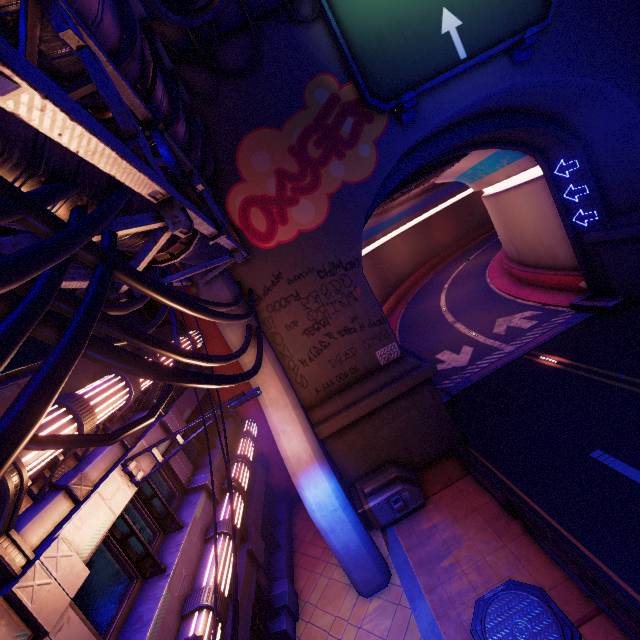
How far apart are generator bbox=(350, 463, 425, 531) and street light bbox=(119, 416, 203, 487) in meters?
7.0

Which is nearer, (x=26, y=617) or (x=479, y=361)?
(x=26, y=617)

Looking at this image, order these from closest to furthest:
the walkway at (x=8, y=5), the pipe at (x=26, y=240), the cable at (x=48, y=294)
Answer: the cable at (x=48, y=294) < the pipe at (x=26, y=240) < the walkway at (x=8, y=5)

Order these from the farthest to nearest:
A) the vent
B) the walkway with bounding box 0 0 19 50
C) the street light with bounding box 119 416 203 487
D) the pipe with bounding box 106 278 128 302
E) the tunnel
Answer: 1. the vent
2. the tunnel
3. the street light with bounding box 119 416 203 487
4. the pipe with bounding box 106 278 128 302
5. the walkway with bounding box 0 0 19 50

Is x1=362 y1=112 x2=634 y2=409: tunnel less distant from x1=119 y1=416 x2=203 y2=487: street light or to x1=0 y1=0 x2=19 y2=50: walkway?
x1=0 y1=0 x2=19 y2=50: walkway

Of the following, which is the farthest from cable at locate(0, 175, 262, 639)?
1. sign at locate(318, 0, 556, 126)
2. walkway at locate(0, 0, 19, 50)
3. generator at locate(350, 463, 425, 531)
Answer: sign at locate(318, 0, 556, 126)

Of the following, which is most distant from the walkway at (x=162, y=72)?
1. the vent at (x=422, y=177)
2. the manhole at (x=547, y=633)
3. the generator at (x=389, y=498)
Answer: the manhole at (x=547, y=633)

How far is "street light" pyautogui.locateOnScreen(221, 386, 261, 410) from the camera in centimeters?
673cm
